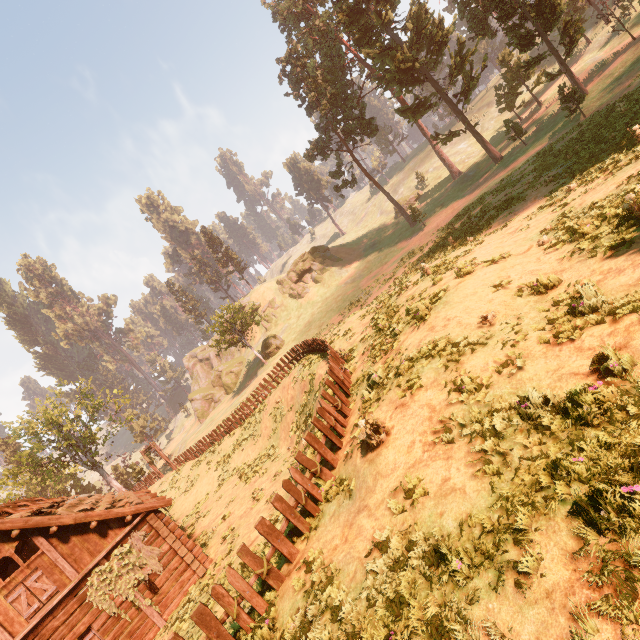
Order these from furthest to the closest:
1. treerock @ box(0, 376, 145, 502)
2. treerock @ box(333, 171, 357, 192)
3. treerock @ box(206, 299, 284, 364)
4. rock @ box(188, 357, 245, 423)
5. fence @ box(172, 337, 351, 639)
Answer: rock @ box(188, 357, 245, 423) → treerock @ box(333, 171, 357, 192) → treerock @ box(206, 299, 284, 364) → treerock @ box(0, 376, 145, 502) → fence @ box(172, 337, 351, 639)

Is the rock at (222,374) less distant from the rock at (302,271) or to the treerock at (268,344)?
the treerock at (268,344)

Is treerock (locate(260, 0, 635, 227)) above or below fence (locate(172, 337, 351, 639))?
above

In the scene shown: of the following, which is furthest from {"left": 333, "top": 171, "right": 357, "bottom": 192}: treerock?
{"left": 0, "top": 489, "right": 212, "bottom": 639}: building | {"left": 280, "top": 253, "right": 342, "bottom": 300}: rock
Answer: {"left": 280, "top": 253, "right": 342, "bottom": 300}: rock

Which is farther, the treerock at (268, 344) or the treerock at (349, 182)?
the treerock at (349, 182)

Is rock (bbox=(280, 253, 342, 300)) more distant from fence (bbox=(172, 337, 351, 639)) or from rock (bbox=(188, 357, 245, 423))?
fence (bbox=(172, 337, 351, 639))

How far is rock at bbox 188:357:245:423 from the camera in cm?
5481

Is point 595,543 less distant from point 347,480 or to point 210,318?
point 347,480
